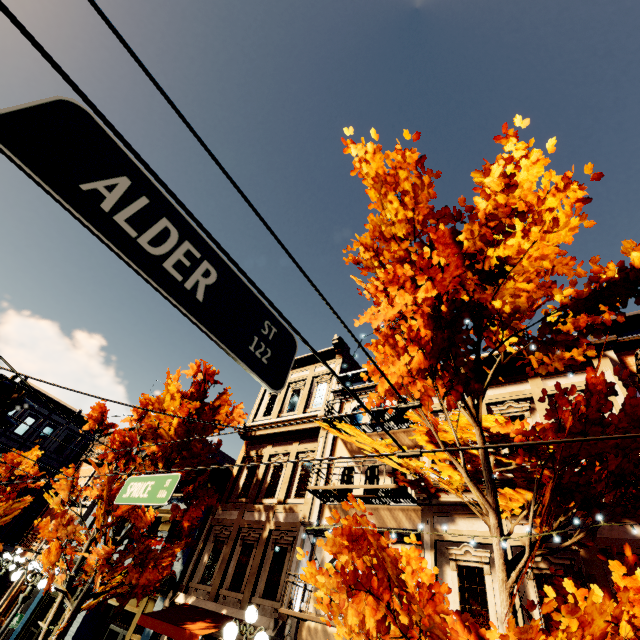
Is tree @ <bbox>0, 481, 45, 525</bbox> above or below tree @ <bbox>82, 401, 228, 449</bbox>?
below

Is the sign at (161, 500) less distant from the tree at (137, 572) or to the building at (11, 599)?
the tree at (137, 572)

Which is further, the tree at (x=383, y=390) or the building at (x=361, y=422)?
the building at (x=361, y=422)

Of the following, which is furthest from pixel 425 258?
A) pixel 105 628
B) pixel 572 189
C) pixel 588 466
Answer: pixel 105 628

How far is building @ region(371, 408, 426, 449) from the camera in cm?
1073

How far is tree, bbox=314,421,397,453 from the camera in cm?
618

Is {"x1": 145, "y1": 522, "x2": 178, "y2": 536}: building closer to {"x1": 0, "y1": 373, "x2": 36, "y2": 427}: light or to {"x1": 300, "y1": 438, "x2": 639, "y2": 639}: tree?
{"x1": 300, "y1": 438, "x2": 639, "y2": 639}: tree

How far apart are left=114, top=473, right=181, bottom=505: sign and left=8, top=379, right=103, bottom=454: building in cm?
2850
